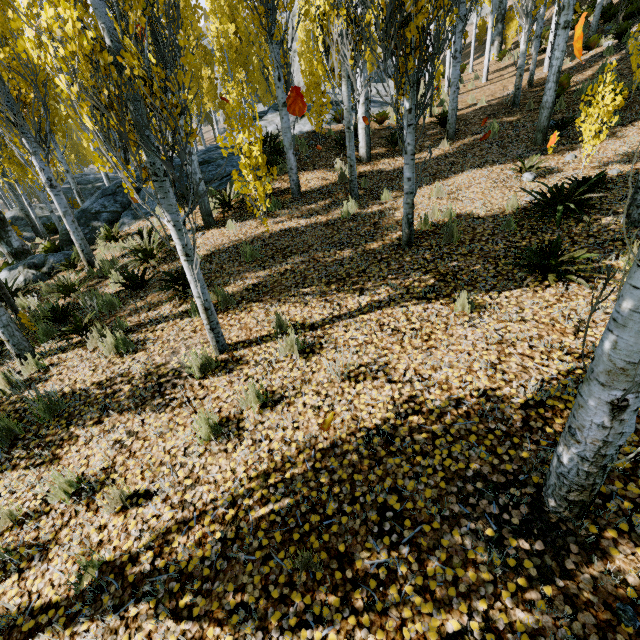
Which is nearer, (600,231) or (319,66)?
(600,231)

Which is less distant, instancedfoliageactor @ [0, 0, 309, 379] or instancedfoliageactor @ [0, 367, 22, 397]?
instancedfoliageactor @ [0, 0, 309, 379]

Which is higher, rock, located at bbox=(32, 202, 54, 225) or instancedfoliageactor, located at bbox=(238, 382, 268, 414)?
rock, located at bbox=(32, 202, 54, 225)

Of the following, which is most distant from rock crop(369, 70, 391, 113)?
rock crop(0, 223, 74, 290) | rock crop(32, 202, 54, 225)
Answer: rock crop(32, 202, 54, 225)

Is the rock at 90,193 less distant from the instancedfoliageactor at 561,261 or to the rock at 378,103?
the instancedfoliageactor at 561,261

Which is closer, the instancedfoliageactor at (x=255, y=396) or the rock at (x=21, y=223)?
the instancedfoliageactor at (x=255, y=396)

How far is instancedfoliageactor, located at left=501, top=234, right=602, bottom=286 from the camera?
4.1m

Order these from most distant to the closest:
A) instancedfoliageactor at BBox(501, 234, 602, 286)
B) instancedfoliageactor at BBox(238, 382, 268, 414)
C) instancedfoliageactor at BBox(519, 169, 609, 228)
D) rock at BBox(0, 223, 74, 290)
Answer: rock at BBox(0, 223, 74, 290), instancedfoliageactor at BBox(519, 169, 609, 228), instancedfoliageactor at BBox(501, 234, 602, 286), instancedfoliageactor at BBox(238, 382, 268, 414)
